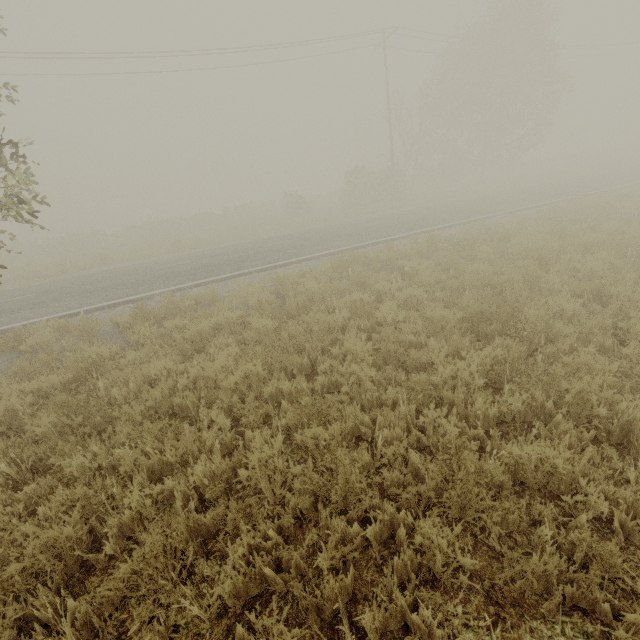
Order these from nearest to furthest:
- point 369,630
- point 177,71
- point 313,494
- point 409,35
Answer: point 369,630 → point 313,494 → point 177,71 → point 409,35
